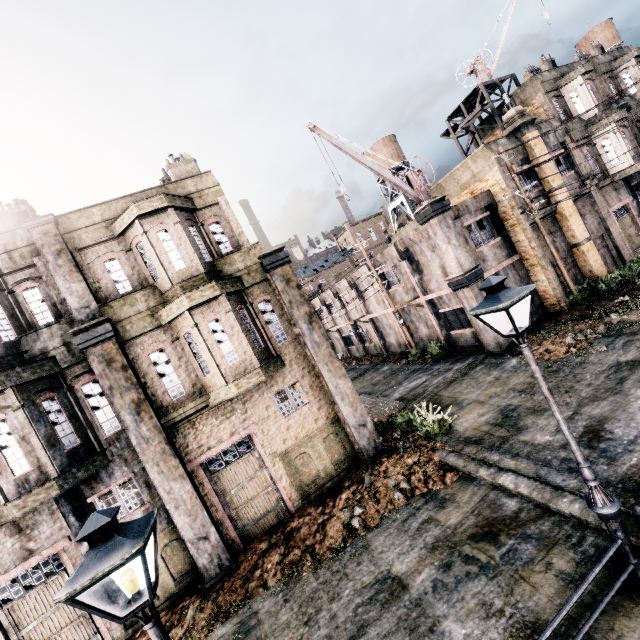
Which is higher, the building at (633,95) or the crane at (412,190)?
the crane at (412,190)

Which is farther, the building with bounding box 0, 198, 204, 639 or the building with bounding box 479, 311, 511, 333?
the building with bounding box 479, 311, 511, 333

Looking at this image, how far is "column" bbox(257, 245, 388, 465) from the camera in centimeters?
1305cm

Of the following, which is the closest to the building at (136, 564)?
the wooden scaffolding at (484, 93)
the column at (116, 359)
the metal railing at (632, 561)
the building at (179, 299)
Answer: the column at (116, 359)

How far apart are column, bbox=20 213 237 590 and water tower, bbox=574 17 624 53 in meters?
53.9

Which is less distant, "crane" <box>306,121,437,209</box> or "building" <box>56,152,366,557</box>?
"building" <box>56,152,366,557</box>

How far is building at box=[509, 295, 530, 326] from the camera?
18.95m

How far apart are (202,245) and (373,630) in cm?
1280
